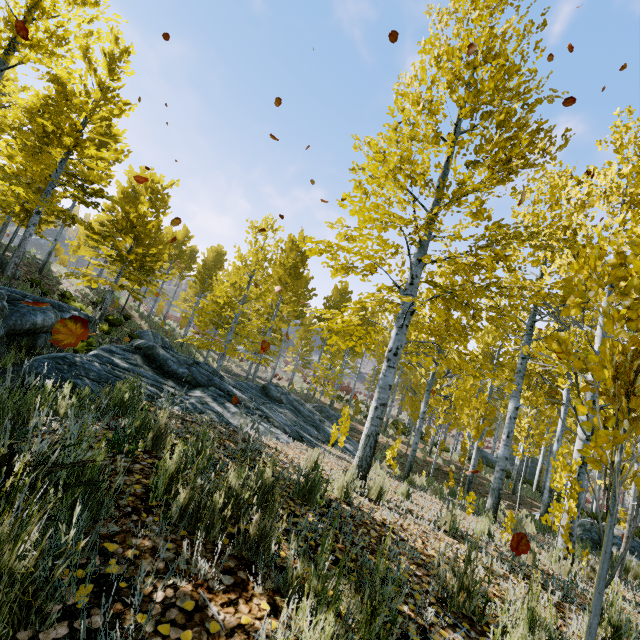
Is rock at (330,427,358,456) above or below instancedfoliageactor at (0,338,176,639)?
below

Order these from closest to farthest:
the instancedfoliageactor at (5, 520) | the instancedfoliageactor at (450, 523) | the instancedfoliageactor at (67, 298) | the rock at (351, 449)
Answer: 1. the instancedfoliageactor at (5, 520)
2. the instancedfoliageactor at (450, 523)
3. the rock at (351, 449)
4. the instancedfoliageactor at (67, 298)

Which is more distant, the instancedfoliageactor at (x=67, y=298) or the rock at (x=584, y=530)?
the instancedfoliageactor at (x=67, y=298)

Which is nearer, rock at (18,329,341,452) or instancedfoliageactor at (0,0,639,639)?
instancedfoliageactor at (0,0,639,639)

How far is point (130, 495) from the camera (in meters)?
2.11

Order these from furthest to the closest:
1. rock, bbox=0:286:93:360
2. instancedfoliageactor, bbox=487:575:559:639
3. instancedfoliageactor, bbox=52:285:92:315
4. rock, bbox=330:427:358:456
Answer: instancedfoliageactor, bbox=52:285:92:315 → rock, bbox=330:427:358:456 → rock, bbox=0:286:93:360 → instancedfoliageactor, bbox=487:575:559:639

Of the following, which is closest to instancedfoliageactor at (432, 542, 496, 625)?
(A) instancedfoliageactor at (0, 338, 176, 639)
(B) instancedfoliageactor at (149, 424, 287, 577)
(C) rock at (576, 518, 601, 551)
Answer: (C) rock at (576, 518, 601, 551)

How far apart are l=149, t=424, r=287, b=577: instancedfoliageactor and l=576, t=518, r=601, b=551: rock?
12.3 meters
